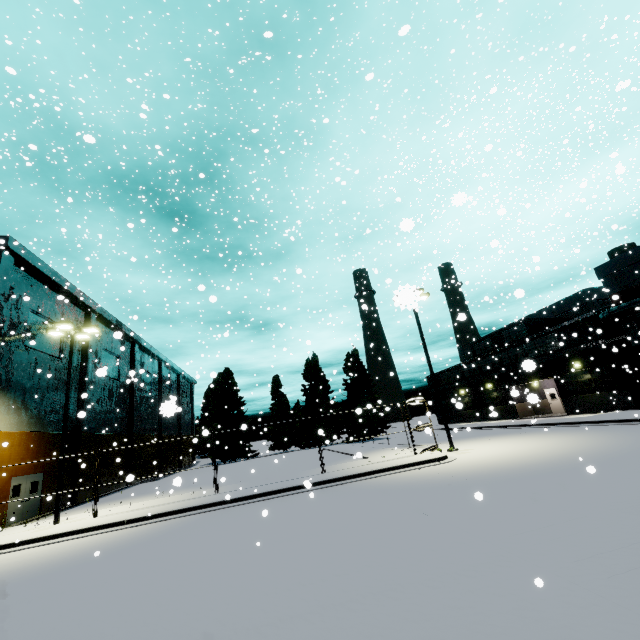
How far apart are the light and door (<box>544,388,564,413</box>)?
39.74m

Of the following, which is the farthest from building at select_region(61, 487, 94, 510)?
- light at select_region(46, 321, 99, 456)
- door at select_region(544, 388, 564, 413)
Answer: light at select_region(46, 321, 99, 456)

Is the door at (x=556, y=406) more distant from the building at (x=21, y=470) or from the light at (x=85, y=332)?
the light at (x=85, y=332)

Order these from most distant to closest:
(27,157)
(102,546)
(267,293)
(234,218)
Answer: (267,293) < (27,157) < (102,546) < (234,218)

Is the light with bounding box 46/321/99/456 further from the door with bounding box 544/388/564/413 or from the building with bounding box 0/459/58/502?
the door with bounding box 544/388/564/413

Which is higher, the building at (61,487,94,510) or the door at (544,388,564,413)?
the door at (544,388,564,413)

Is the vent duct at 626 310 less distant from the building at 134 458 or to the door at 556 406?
the building at 134 458

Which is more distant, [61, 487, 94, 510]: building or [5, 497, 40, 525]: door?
[61, 487, 94, 510]: building
